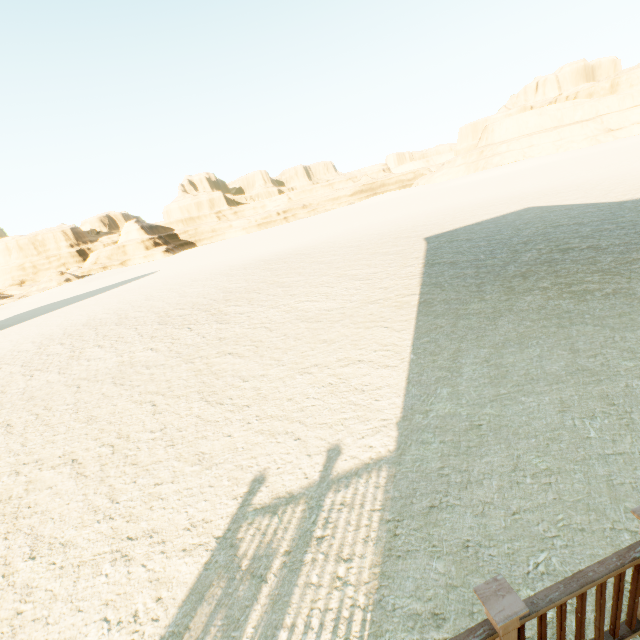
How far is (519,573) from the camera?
2.5m
